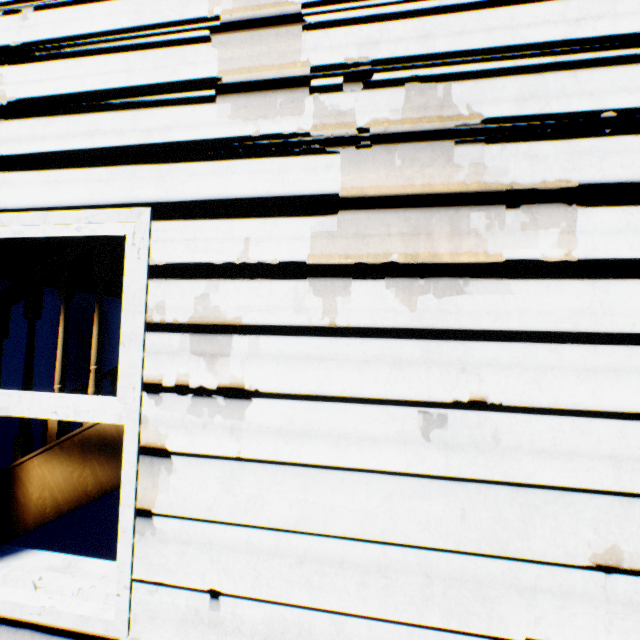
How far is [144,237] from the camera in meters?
1.2 m

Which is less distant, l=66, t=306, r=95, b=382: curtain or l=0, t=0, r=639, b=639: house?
l=0, t=0, r=639, b=639: house

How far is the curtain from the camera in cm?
935

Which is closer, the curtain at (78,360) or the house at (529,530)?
the house at (529,530)

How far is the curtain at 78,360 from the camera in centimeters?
935cm
